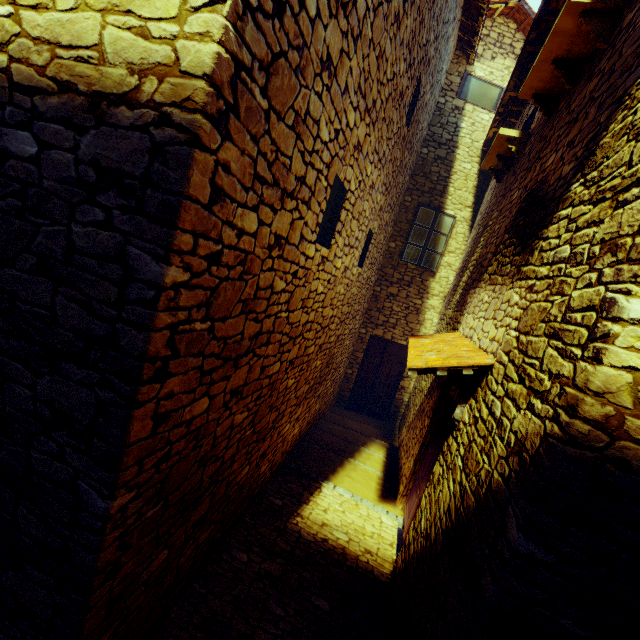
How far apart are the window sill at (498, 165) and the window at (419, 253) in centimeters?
226cm

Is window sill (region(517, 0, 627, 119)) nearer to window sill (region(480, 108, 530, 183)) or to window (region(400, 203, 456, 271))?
window sill (region(480, 108, 530, 183))

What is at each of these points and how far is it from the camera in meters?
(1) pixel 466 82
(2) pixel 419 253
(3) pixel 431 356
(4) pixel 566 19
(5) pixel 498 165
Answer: (1) window, 8.1 m
(2) window, 8.7 m
(3) door eaves, 3.5 m
(4) window sill, 3.2 m
(5) window sill, 6.5 m

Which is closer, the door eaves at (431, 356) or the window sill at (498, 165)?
the door eaves at (431, 356)

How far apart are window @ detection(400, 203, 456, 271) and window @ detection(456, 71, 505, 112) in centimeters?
274cm

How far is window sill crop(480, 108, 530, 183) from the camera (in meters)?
5.34

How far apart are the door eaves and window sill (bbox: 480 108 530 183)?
3.4 meters

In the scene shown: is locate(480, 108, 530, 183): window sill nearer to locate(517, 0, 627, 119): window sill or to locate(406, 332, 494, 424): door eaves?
locate(517, 0, 627, 119): window sill
